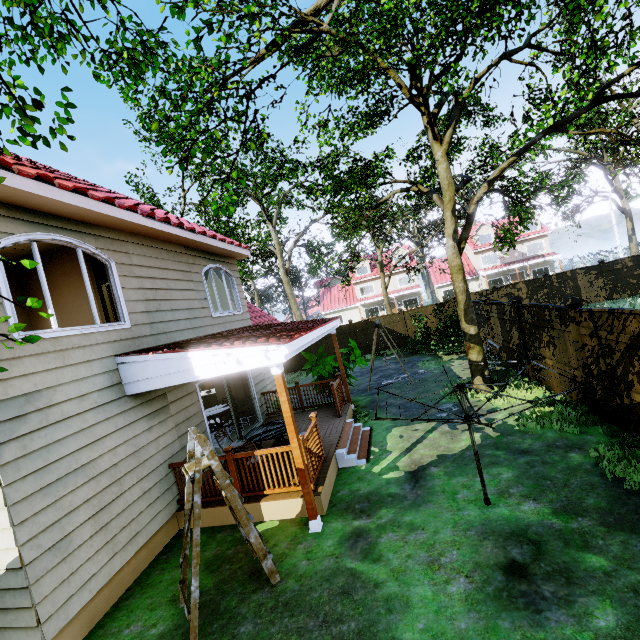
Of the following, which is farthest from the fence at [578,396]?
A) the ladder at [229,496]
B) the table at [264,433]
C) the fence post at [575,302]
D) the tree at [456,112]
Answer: the table at [264,433]

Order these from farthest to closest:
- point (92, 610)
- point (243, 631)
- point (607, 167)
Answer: point (607, 167) < point (92, 610) < point (243, 631)

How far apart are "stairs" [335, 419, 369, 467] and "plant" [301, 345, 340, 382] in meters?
1.8 m

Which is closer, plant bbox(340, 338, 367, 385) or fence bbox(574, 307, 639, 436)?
fence bbox(574, 307, 639, 436)

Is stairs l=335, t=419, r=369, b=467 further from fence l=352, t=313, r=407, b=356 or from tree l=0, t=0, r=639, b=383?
fence l=352, t=313, r=407, b=356

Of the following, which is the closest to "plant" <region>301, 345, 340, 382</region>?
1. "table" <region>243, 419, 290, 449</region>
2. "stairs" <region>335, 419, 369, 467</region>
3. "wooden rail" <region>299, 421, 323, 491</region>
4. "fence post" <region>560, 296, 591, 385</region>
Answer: "stairs" <region>335, 419, 369, 467</region>

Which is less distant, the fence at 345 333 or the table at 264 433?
the table at 264 433
